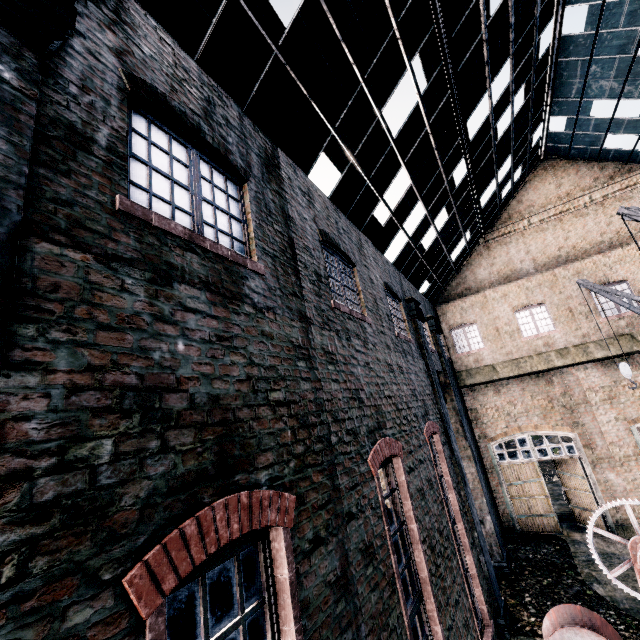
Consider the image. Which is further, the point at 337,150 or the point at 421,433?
the point at 421,433

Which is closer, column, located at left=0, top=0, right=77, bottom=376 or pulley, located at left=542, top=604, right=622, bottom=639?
column, located at left=0, top=0, right=77, bottom=376

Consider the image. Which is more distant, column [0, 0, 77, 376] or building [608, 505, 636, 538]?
building [608, 505, 636, 538]

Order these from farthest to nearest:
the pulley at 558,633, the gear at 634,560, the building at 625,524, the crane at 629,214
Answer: the building at 625,524 → the crane at 629,214 → the pulley at 558,633 → the gear at 634,560

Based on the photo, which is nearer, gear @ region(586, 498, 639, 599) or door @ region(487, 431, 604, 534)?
gear @ region(586, 498, 639, 599)

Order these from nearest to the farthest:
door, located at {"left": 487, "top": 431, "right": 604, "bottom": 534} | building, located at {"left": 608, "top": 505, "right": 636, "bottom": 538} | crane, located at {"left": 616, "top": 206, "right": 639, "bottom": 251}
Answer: crane, located at {"left": 616, "top": 206, "right": 639, "bottom": 251} → building, located at {"left": 608, "top": 505, "right": 636, "bottom": 538} → door, located at {"left": 487, "top": 431, "right": 604, "bottom": 534}

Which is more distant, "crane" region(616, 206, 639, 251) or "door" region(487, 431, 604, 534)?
"door" region(487, 431, 604, 534)

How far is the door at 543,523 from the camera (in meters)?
16.72
